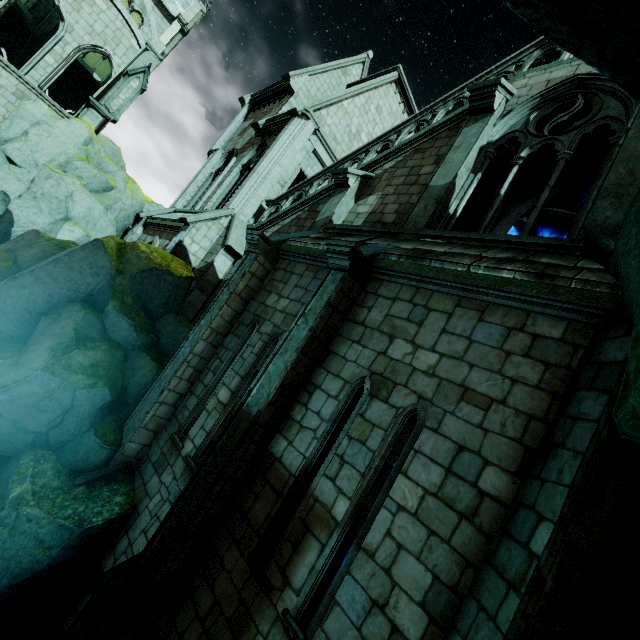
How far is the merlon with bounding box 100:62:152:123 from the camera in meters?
16.2 m

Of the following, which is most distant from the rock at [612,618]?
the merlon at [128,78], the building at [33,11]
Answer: the merlon at [128,78]

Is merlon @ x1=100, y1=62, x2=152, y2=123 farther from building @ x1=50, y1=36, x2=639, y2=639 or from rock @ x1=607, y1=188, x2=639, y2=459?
rock @ x1=607, y1=188, x2=639, y2=459

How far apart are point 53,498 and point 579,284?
9.28m

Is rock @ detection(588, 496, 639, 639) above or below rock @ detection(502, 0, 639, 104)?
below

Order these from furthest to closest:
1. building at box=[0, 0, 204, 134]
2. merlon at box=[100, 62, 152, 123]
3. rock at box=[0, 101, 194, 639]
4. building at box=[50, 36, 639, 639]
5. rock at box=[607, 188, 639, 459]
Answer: building at box=[0, 0, 204, 134], merlon at box=[100, 62, 152, 123], rock at box=[0, 101, 194, 639], building at box=[50, 36, 639, 639], rock at box=[607, 188, 639, 459]

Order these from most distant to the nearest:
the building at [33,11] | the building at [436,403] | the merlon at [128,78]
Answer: the building at [33,11] → the merlon at [128,78] → the building at [436,403]
